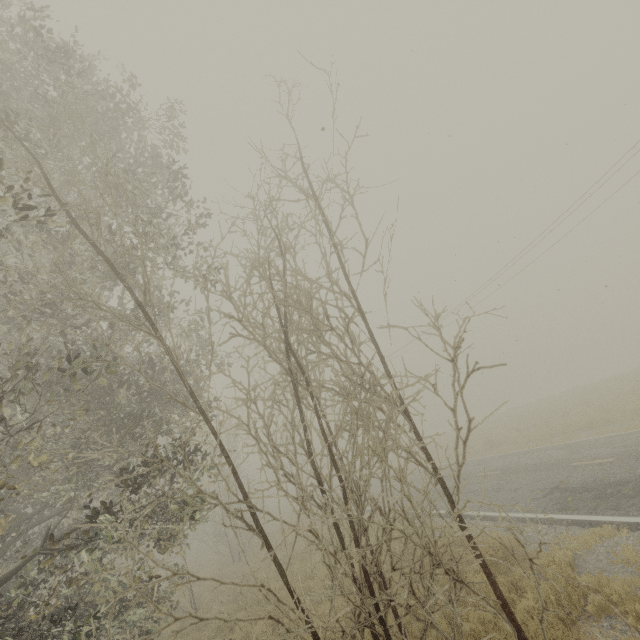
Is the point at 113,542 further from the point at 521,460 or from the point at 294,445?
the point at 521,460
